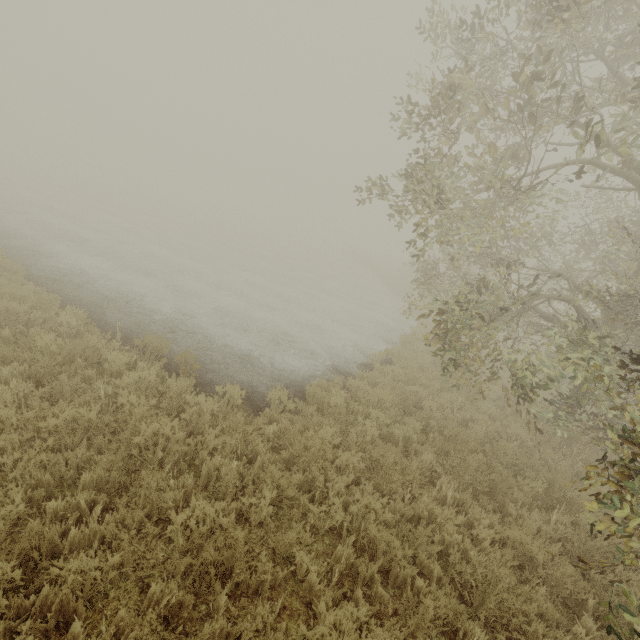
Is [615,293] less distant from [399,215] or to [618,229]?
[399,215]
